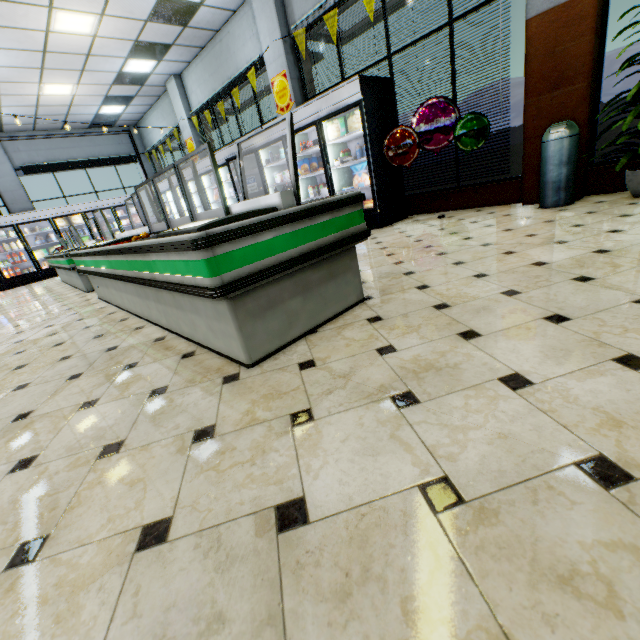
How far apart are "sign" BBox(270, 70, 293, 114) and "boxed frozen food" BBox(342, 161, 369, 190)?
2.6m

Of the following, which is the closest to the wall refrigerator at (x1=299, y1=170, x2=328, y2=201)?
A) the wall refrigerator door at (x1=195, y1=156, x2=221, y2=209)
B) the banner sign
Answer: the wall refrigerator door at (x1=195, y1=156, x2=221, y2=209)

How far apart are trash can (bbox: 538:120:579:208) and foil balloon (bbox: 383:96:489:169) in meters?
0.8 m

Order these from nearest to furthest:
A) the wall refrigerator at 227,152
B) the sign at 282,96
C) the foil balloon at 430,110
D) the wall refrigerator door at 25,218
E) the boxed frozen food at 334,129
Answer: the foil balloon at 430,110, the boxed frozen food at 334,129, the sign at 282,96, the wall refrigerator at 227,152, the wall refrigerator door at 25,218

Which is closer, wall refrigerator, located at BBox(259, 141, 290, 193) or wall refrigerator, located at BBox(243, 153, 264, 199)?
wall refrigerator, located at BBox(259, 141, 290, 193)

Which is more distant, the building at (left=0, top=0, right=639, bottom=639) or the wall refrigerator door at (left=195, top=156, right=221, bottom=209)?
the wall refrigerator door at (left=195, top=156, right=221, bottom=209)

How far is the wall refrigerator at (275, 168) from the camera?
7.1m

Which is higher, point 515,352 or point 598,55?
point 598,55
